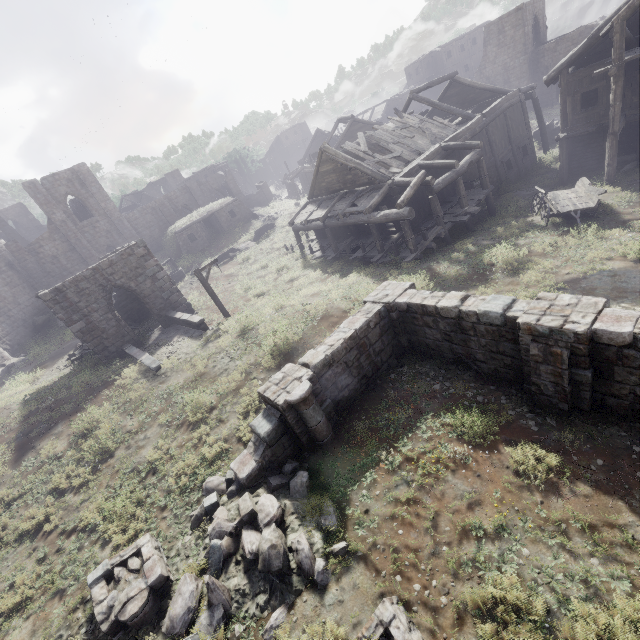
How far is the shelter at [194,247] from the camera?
32.9 meters

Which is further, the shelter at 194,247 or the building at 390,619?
the shelter at 194,247

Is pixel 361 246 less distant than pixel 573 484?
No

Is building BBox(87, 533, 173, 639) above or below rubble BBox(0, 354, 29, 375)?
below

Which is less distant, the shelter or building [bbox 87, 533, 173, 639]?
building [bbox 87, 533, 173, 639]

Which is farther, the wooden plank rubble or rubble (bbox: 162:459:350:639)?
the wooden plank rubble

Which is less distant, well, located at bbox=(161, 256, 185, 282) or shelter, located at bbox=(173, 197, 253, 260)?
well, located at bbox=(161, 256, 185, 282)

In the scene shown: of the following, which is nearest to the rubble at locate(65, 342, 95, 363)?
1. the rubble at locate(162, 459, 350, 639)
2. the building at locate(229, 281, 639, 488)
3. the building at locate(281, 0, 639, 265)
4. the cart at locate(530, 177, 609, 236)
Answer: the building at locate(281, 0, 639, 265)
